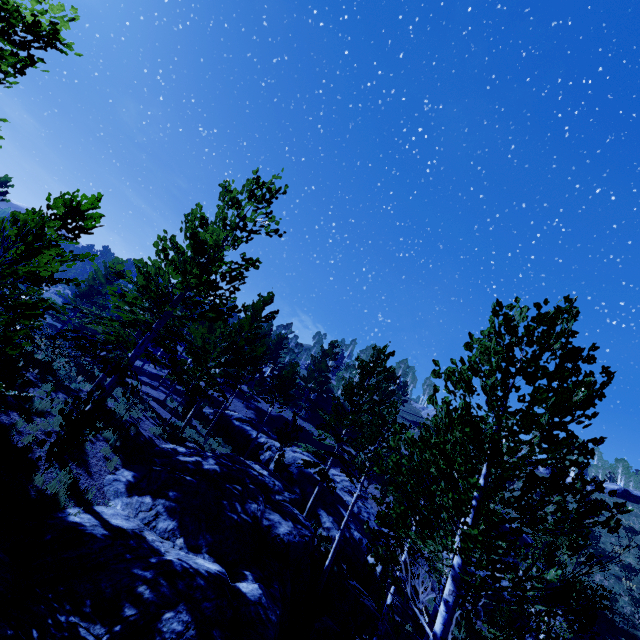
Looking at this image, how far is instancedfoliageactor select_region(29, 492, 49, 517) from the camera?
7.37m

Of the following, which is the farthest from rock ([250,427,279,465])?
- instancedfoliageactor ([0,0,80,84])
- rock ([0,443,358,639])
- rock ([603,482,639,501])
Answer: rock ([603,482,639,501])

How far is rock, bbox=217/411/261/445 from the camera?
29.2m

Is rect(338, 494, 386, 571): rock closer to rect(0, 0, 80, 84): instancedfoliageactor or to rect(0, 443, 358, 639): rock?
rect(0, 0, 80, 84): instancedfoliageactor

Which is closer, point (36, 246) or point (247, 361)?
point (36, 246)

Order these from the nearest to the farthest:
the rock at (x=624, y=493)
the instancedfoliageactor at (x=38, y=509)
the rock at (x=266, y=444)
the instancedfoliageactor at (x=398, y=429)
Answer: the instancedfoliageactor at (x=398, y=429)
the instancedfoliageactor at (x=38, y=509)
the rock at (x=266, y=444)
the rock at (x=624, y=493)

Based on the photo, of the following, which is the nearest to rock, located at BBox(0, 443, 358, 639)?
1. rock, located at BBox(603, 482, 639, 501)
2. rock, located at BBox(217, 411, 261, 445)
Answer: rock, located at BBox(217, 411, 261, 445)

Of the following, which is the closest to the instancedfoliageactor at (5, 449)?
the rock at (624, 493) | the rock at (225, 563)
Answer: the rock at (225, 563)
